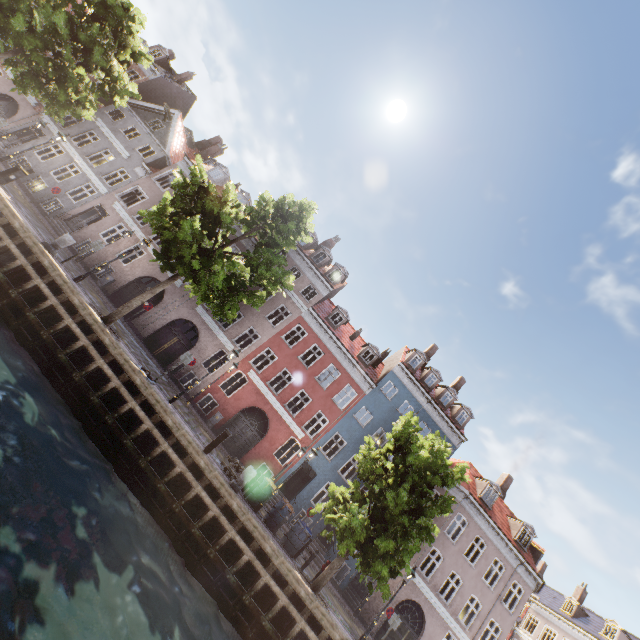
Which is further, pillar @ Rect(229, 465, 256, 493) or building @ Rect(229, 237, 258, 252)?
building @ Rect(229, 237, 258, 252)

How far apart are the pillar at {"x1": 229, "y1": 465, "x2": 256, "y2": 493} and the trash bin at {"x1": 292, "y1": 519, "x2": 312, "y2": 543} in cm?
345

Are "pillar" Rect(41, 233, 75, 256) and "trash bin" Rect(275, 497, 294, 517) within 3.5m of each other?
no

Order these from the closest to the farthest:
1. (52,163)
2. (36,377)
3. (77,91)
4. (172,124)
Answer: (36,377)
(77,91)
(52,163)
(172,124)

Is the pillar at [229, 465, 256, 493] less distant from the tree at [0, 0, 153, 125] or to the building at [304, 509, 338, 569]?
the tree at [0, 0, 153, 125]

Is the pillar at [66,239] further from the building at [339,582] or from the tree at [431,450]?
the building at [339,582]

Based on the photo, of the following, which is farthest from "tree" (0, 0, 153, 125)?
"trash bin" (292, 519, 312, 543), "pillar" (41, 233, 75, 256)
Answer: "pillar" (41, 233, 75, 256)

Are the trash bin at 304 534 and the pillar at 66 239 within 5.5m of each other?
no
